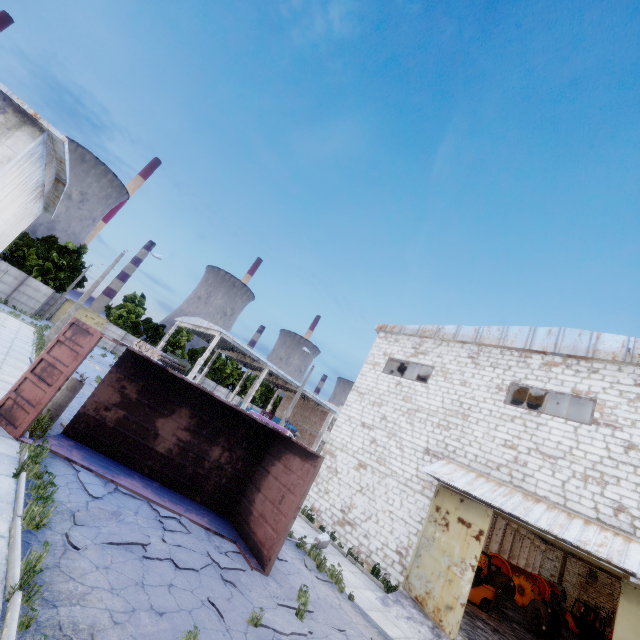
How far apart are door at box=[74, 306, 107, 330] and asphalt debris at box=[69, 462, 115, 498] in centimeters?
4695cm

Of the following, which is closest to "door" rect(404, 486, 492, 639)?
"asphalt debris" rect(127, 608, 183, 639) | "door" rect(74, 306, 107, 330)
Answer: "asphalt debris" rect(127, 608, 183, 639)

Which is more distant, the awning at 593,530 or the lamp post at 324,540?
the lamp post at 324,540

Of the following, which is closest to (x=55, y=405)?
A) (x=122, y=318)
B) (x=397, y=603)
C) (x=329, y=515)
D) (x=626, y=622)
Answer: (x=329, y=515)

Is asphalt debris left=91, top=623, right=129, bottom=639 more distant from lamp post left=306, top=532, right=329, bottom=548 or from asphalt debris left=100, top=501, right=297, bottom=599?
lamp post left=306, top=532, right=329, bottom=548

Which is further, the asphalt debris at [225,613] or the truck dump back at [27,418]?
the truck dump back at [27,418]

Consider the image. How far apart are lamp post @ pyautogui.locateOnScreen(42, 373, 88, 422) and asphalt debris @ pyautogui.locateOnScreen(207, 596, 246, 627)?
7.71m

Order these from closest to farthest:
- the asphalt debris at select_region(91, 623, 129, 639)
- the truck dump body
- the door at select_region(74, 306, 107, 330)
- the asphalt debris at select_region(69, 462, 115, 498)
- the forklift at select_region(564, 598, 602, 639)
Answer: the asphalt debris at select_region(91, 623, 129, 639)
the asphalt debris at select_region(69, 462, 115, 498)
the truck dump body
the forklift at select_region(564, 598, 602, 639)
the door at select_region(74, 306, 107, 330)
